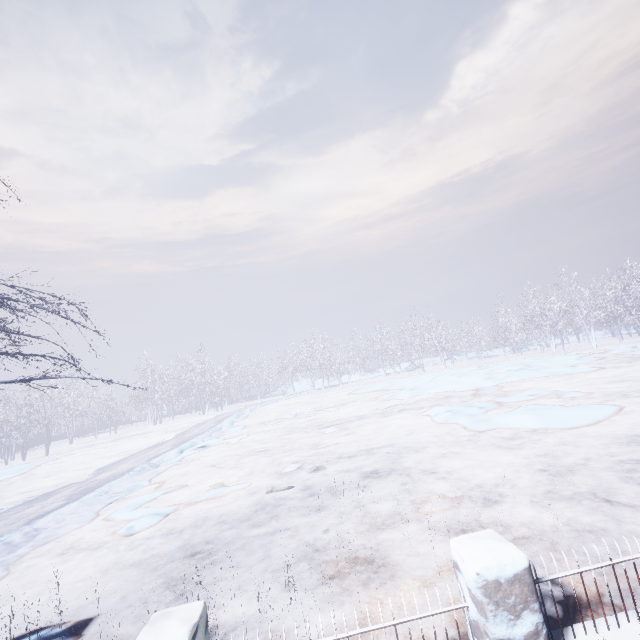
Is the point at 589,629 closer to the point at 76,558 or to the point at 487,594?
the point at 487,594
